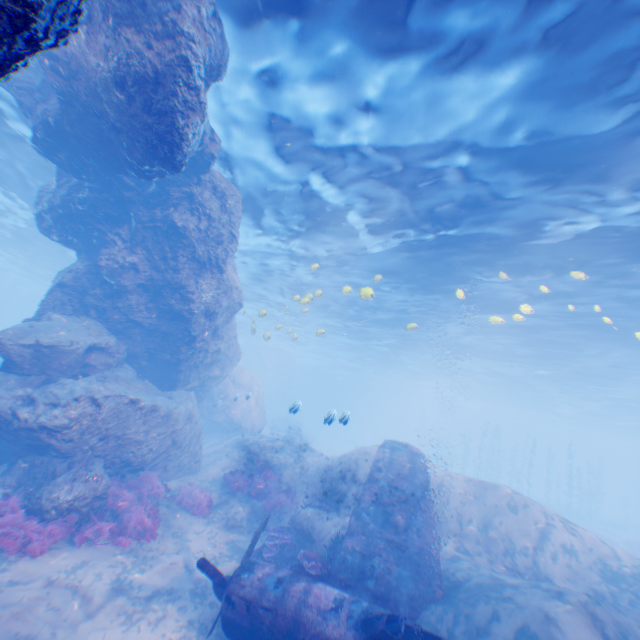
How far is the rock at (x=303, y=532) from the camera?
9.84m

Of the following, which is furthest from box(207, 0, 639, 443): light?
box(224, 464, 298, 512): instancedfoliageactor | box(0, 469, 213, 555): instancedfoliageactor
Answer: box(0, 469, 213, 555): instancedfoliageactor

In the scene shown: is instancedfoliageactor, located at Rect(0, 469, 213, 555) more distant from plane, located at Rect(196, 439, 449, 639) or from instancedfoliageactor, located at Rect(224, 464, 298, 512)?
plane, located at Rect(196, 439, 449, 639)

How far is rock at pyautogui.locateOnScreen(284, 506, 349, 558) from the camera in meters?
9.8 m

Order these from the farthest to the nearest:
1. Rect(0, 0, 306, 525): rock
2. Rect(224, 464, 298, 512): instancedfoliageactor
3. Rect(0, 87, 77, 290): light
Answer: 1. Rect(0, 87, 77, 290): light
2. Rect(224, 464, 298, 512): instancedfoliageactor
3. Rect(0, 0, 306, 525): rock

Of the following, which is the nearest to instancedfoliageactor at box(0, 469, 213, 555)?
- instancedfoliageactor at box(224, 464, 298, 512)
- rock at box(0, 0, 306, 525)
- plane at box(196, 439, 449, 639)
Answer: rock at box(0, 0, 306, 525)

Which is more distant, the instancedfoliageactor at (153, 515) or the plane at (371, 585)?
the instancedfoliageactor at (153, 515)

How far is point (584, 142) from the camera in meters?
8.6 m
